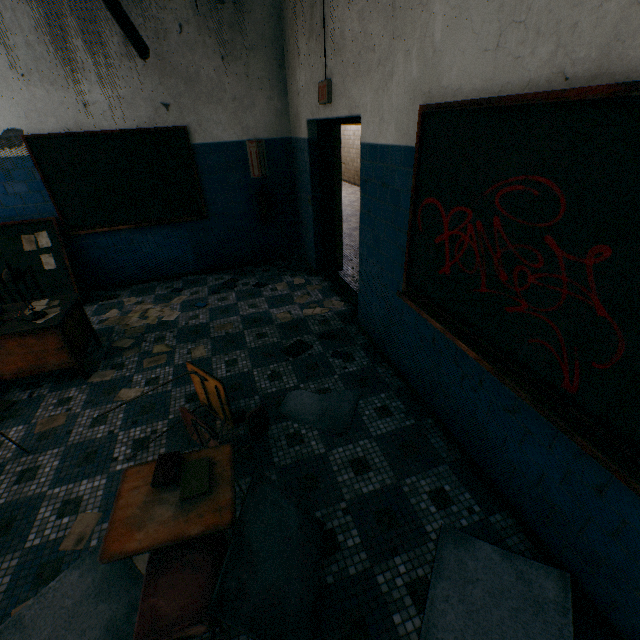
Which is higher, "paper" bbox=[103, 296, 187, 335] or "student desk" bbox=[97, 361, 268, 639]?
"student desk" bbox=[97, 361, 268, 639]

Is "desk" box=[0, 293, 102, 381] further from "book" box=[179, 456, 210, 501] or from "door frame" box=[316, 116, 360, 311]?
"door frame" box=[316, 116, 360, 311]

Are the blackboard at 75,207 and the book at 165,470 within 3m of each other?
no

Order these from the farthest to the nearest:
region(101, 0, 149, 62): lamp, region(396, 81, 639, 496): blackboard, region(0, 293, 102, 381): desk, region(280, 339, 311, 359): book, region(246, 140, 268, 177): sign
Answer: region(246, 140, 268, 177): sign < region(280, 339, 311, 359): book < region(0, 293, 102, 381): desk < region(101, 0, 149, 62): lamp < region(396, 81, 639, 496): blackboard

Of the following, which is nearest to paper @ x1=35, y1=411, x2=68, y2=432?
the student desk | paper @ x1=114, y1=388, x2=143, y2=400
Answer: paper @ x1=114, y1=388, x2=143, y2=400

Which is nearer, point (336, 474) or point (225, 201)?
point (336, 474)

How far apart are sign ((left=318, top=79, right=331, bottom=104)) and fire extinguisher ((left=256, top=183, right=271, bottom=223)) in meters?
1.9

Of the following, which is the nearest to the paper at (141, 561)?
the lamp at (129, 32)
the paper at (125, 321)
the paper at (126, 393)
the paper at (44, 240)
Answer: the paper at (126, 393)
